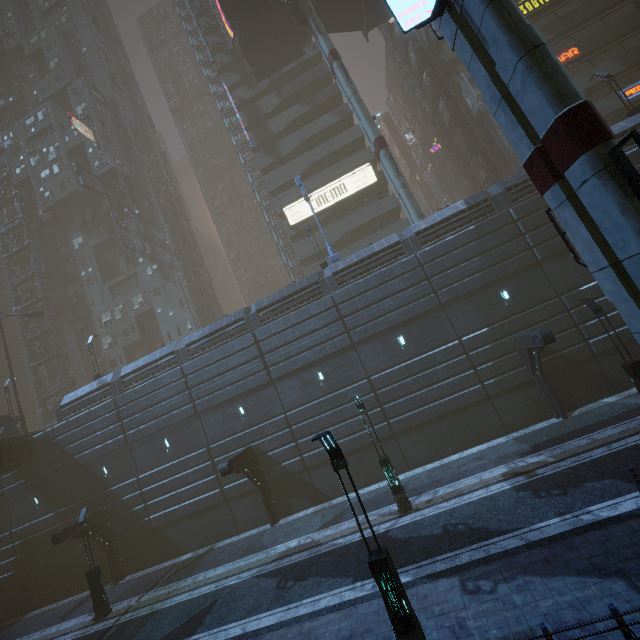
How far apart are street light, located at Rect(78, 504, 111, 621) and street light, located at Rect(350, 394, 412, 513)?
16.72m

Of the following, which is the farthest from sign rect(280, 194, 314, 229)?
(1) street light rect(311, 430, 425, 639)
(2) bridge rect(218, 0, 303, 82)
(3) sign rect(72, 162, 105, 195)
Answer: (3) sign rect(72, 162, 105, 195)

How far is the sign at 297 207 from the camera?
34.2m

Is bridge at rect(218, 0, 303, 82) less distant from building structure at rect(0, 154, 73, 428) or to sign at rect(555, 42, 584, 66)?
sign at rect(555, 42, 584, 66)

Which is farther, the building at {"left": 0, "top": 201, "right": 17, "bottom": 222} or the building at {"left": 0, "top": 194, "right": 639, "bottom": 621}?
the building at {"left": 0, "top": 201, "right": 17, "bottom": 222}

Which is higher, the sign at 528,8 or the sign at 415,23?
the sign at 528,8

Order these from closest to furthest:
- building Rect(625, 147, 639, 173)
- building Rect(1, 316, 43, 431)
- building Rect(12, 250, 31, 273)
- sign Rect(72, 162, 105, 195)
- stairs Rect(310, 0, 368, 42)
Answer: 1. building Rect(625, 147, 639, 173)
2. stairs Rect(310, 0, 368, 42)
3. sign Rect(72, 162, 105, 195)
4. building Rect(1, 316, 43, 431)
5. building Rect(12, 250, 31, 273)

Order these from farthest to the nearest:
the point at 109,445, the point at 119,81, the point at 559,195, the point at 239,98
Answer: the point at 119,81 → the point at 239,98 → the point at 109,445 → the point at 559,195
